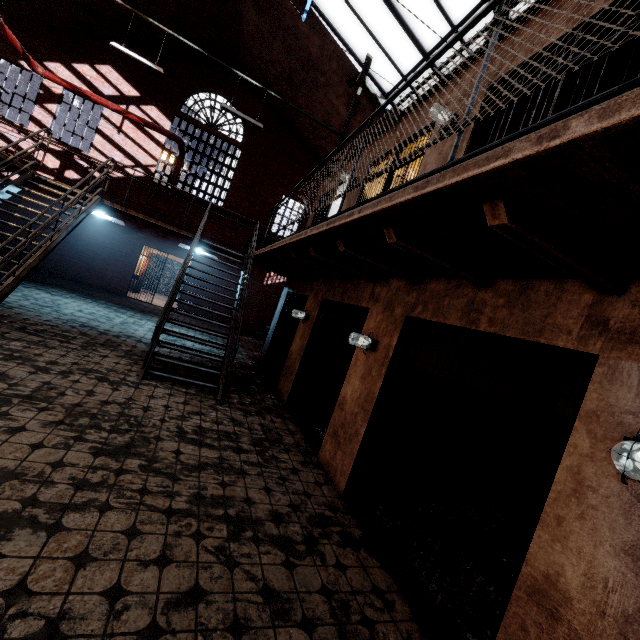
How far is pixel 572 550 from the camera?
1.9 meters

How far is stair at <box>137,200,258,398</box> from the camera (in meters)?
5.82

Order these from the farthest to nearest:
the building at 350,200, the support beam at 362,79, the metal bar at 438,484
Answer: the support beam at 362,79 → the building at 350,200 → the metal bar at 438,484

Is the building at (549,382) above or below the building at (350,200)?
below

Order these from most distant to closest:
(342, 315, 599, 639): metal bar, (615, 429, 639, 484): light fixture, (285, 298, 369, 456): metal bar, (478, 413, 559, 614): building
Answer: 1. (285, 298, 369, 456): metal bar
2. (478, 413, 559, 614): building
3. (342, 315, 599, 639): metal bar
4. (615, 429, 639, 484): light fixture

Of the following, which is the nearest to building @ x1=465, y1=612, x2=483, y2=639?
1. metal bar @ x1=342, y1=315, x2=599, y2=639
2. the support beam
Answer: metal bar @ x1=342, y1=315, x2=599, y2=639

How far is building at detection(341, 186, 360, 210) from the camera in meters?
6.8 m

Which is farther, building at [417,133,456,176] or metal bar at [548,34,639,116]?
building at [417,133,456,176]
